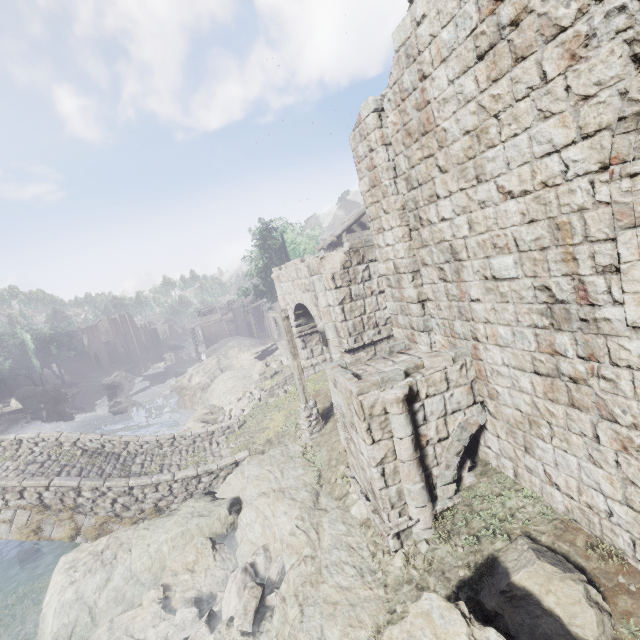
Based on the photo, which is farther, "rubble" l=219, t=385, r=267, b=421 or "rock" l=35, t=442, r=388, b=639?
"rubble" l=219, t=385, r=267, b=421

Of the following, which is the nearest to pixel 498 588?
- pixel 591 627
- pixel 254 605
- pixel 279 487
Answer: pixel 591 627

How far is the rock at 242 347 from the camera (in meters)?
32.31

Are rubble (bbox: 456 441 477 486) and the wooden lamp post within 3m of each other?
no

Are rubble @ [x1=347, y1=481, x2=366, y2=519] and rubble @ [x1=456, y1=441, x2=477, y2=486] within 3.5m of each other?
yes

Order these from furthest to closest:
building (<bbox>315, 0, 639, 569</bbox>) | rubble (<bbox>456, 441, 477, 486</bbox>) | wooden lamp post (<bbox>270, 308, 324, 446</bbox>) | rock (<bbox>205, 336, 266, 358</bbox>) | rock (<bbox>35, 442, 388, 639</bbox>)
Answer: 1. rock (<bbox>205, 336, 266, 358</bbox>)
2. wooden lamp post (<bbox>270, 308, 324, 446</bbox>)
3. rubble (<bbox>456, 441, 477, 486</bbox>)
4. rock (<bbox>35, 442, 388, 639</bbox>)
5. building (<bbox>315, 0, 639, 569</bbox>)

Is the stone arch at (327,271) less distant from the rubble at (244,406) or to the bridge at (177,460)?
the rubble at (244,406)

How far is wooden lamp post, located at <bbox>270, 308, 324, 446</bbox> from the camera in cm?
1134
